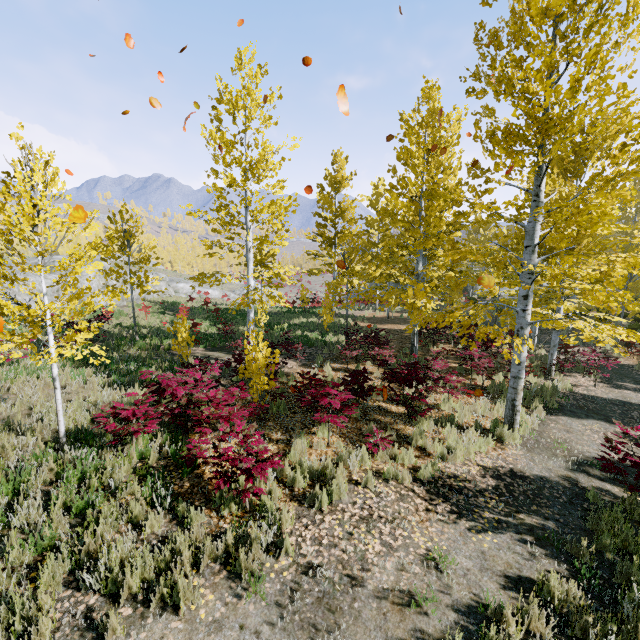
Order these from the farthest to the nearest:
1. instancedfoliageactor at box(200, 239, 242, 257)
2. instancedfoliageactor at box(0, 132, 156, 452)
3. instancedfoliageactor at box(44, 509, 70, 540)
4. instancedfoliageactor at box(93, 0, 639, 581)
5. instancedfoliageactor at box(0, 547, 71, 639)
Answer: instancedfoliageactor at box(200, 239, 242, 257) → instancedfoliageactor at box(93, 0, 639, 581) → instancedfoliageactor at box(0, 132, 156, 452) → instancedfoliageactor at box(44, 509, 70, 540) → instancedfoliageactor at box(0, 547, 71, 639)

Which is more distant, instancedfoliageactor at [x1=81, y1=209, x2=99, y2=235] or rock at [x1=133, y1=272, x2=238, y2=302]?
rock at [x1=133, y1=272, x2=238, y2=302]

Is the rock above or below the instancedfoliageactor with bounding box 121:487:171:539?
above

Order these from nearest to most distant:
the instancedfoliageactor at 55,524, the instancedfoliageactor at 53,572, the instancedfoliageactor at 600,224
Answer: the instancedfoliageactor at 53,572 < the instancedfoliageactor at 55,524 < the instancedfoliageactor at 600,224

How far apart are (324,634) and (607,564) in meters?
4.0

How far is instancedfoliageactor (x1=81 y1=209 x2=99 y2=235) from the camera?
5.65m

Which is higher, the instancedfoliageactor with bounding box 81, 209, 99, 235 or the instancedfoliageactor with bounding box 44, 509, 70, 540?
the instancedfoliageactor with bounding box 81, 209, 99, 235

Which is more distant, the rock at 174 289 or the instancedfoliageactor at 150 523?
the rock at 174 289
